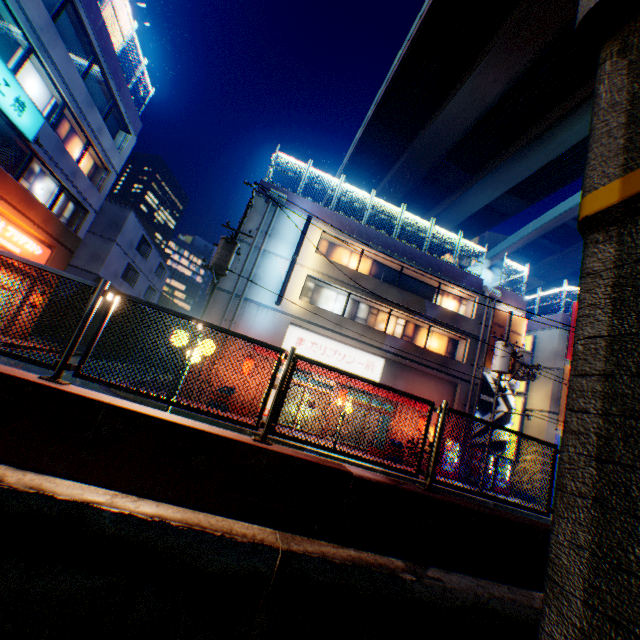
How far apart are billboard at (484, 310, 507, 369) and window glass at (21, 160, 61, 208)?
26.5m

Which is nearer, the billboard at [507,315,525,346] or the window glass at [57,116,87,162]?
the window glass at [57,116,87,162]

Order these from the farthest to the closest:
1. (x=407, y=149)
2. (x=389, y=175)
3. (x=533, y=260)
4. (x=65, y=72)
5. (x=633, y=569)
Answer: (x=533, y=260)
(x=389, y=175)
(x=407, y=149)
(x=65, y=72)
(x=633, y=569)

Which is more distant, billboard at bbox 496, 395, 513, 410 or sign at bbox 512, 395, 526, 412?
sign at bbox 512, 395, 526, 412

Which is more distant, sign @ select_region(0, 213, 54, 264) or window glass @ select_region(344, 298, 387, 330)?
window glass @ select_region(344, 298, 387, 330)

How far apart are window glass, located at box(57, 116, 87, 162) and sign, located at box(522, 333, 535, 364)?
31.8 meters

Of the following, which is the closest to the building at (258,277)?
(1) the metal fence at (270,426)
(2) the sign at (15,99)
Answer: (2) the sign at (15,99)

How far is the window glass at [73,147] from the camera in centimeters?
1636cm
